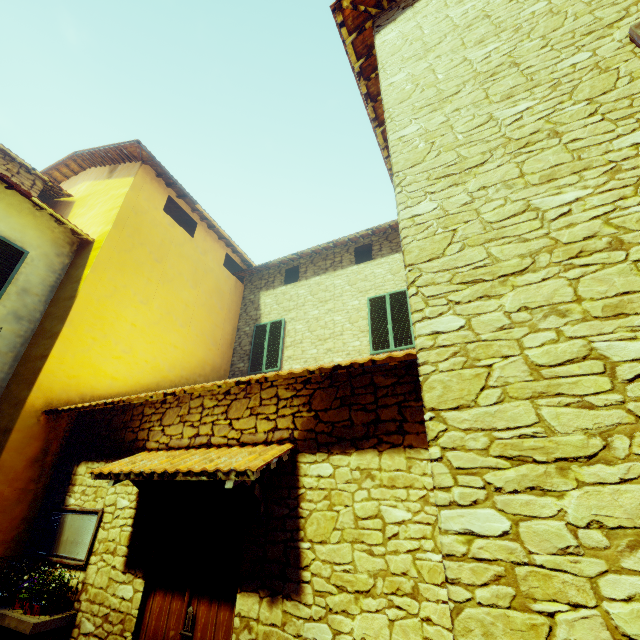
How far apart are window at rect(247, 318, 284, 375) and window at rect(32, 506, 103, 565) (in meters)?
5.01

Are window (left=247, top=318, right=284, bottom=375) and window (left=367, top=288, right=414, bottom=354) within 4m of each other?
yes

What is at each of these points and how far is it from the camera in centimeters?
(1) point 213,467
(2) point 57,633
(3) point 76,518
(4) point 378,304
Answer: (1) door eaves, 315cm
(2) window sill, 374cm
(3) window, 459cm
(4) window, 843cm

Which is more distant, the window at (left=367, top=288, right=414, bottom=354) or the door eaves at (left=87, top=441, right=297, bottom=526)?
the window at (left=367, top=288, right=414, bottom=354)

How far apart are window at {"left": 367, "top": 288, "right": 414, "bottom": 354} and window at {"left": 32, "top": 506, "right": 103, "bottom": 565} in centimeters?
577cm

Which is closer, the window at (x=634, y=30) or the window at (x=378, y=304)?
the window at (x=634, y=30)

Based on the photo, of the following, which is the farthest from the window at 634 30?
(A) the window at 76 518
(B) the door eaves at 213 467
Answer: (A) the window at 76 518

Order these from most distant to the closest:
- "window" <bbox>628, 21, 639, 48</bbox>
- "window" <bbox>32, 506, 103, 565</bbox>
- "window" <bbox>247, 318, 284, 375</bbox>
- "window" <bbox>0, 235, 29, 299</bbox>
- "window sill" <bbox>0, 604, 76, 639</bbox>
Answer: "window" <bbox>247, 318, 284, 375</bbox> < "window" <bbox>0, 235, 29, 299</bbox> < "window" <bbox>32, 506, 103, 565</bbox> < "window sill" <bbox>0, 604, 76, 639</bbox> < "window" <bbox>628, 21, 639, 48</bbox>
